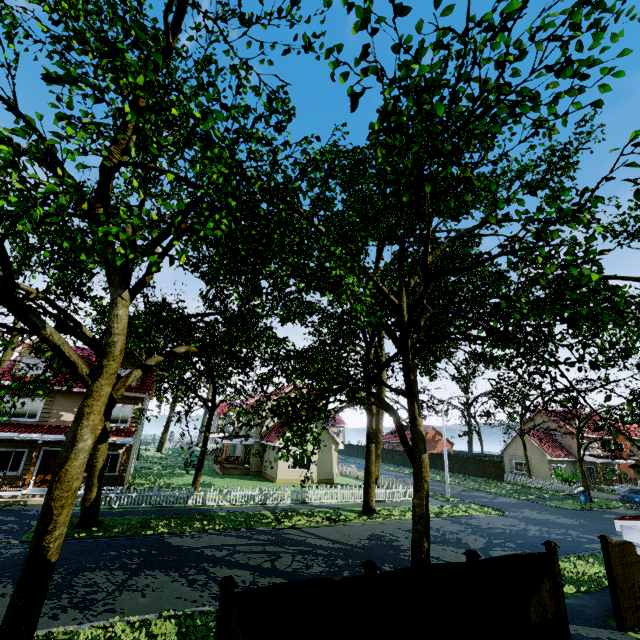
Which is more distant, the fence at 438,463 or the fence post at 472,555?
the fence at 438,463

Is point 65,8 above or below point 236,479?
above

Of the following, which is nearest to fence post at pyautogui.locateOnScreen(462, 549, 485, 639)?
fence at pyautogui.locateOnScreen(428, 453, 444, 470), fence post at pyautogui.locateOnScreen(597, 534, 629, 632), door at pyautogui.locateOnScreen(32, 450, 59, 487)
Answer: fence at pyautogui.locateOnScreen(428, 453, 444, 470)

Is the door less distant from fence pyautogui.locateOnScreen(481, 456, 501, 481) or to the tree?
fence pyautogui.locateOnScreen(481, 456, 501, 481)

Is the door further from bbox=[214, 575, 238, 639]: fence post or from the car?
the car

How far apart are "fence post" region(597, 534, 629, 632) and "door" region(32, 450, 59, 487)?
26.2 meters

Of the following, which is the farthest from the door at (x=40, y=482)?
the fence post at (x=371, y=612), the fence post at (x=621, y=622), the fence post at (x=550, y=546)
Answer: the fence post at (x=621, y=622)

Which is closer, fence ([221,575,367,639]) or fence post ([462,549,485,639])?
fence ([221,575,367,639])
